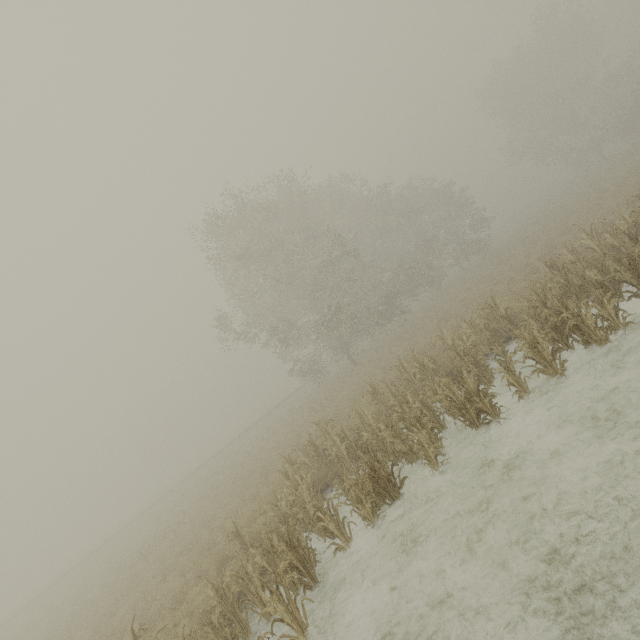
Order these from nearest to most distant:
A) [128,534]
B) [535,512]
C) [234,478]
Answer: [535,512] < [234,478] < [128,534]
